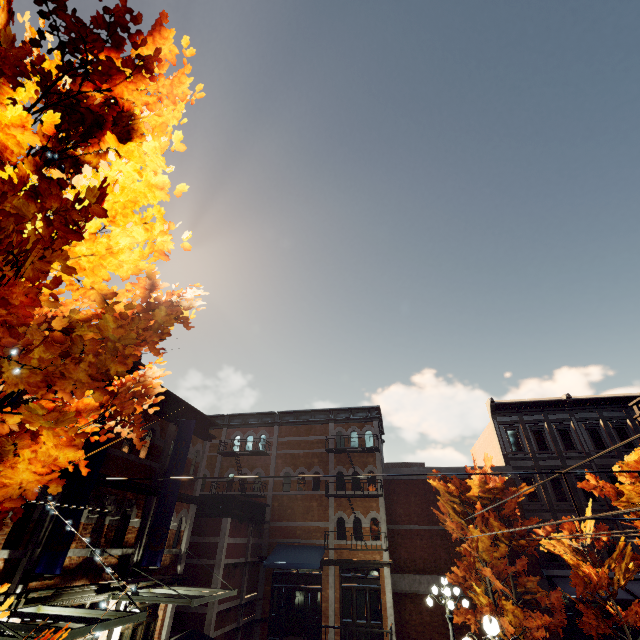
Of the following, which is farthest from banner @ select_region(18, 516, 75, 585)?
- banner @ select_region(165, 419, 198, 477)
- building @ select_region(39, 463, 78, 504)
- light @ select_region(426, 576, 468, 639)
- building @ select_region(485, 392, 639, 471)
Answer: building @ select_region(485, 392, 639, 471)

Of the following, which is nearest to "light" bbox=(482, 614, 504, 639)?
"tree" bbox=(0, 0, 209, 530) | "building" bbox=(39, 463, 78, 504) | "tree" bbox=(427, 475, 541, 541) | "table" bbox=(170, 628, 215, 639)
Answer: "tree" bbox=(0, 0, 209, 530)

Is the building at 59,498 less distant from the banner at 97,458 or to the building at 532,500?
the banner at 97,458

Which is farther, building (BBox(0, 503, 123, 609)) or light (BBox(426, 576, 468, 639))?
light (BBox(426, 576, 468, 639))

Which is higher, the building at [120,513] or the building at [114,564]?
the building at [120,513]

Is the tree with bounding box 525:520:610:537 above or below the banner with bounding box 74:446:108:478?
below

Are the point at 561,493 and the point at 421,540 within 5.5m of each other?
no

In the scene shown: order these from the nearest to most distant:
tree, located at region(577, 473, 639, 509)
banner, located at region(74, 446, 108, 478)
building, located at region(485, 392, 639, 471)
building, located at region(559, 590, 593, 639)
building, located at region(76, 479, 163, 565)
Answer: banner, located at region(74, 446, 108, 478), building, located at region(76, 479, 163, 565), tree, located at region(577, 473, 639, 509), building, located at region(559, 590, 593, 639), building, located at region(485, 392, 639, 471)
